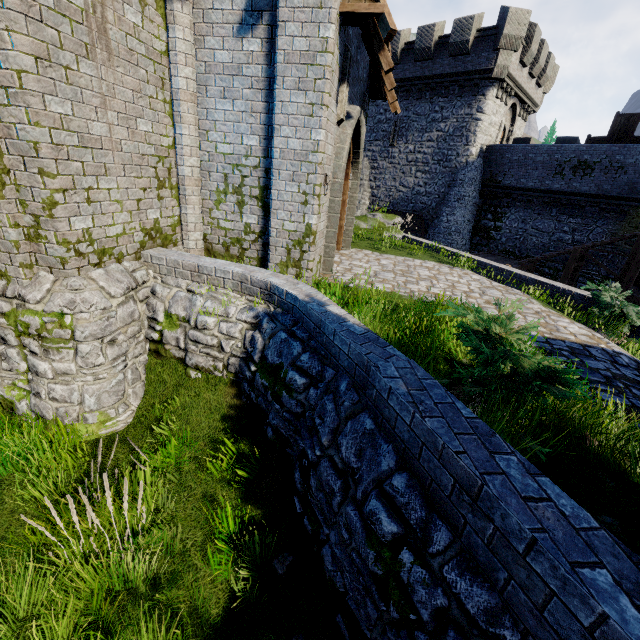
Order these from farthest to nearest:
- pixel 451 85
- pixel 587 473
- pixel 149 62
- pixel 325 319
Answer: pixel 451 85
pixel 149 62
pixel 325 319
pixel 587 473

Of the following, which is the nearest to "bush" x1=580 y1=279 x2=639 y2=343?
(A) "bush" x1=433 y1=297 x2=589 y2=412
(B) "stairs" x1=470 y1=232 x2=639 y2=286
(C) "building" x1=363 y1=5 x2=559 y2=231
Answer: (A) "bush" x1=433 y1=297 x2=589 y2=412

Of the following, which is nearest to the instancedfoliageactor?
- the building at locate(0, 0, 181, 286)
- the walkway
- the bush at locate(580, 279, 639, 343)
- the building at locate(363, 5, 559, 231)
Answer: the building at locate(0, 0, 181, 286)

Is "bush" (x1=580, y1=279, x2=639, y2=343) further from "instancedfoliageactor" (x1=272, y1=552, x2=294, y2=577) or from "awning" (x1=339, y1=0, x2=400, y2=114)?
"instancedfoliageactor" (x1=272, y1=552, x2=294, y2=577)

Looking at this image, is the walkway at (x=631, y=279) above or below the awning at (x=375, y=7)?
below

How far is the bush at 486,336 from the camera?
3.1 meters

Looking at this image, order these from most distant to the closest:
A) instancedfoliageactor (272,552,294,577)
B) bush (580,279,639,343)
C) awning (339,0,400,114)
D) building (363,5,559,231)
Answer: building (363,5,559,231) < bush (580,279,639,343) < awning (339,0,400,114) < instancedfoliageactor (272,552,294,577)

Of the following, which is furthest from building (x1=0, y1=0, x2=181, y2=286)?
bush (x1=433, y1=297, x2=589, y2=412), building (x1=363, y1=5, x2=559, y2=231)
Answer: Result: building (x1=363, y1=5, x2=559, y2=231)
